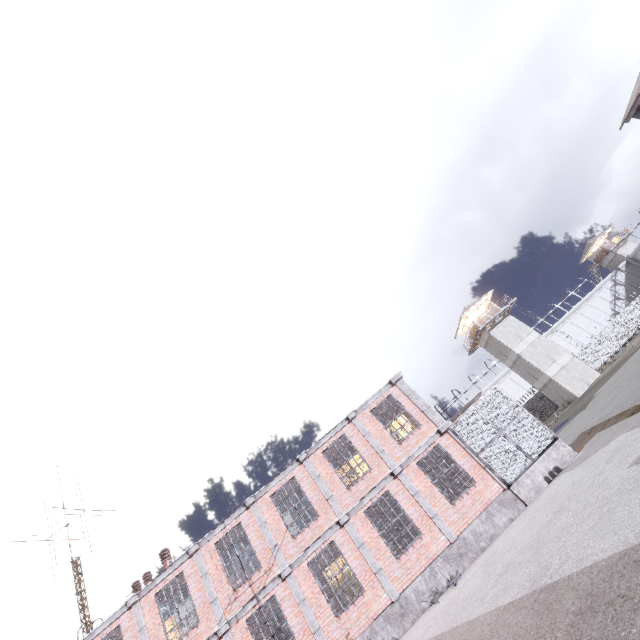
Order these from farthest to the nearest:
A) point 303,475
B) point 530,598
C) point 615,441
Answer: point 303,475, point 615,441, point 530,598

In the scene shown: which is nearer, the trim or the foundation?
the foundation

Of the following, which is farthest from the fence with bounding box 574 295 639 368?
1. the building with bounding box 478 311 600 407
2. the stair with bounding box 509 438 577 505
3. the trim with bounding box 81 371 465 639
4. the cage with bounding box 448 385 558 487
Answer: the stair with bounding box 509 438 577 505

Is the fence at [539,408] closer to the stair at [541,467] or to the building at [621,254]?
the building at [621,254]

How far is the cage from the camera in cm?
1313

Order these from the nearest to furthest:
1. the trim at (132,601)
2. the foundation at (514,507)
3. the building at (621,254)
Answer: the foundation at (514,507)
the trim at (132,601)
the building at (621,254)

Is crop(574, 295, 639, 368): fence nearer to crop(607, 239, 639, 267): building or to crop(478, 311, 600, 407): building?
crop(478, 311, 600, 407): building

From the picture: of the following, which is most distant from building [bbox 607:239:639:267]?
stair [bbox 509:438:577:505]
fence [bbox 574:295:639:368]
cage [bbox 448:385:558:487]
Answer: stair [bbox 509:438:577:505]
